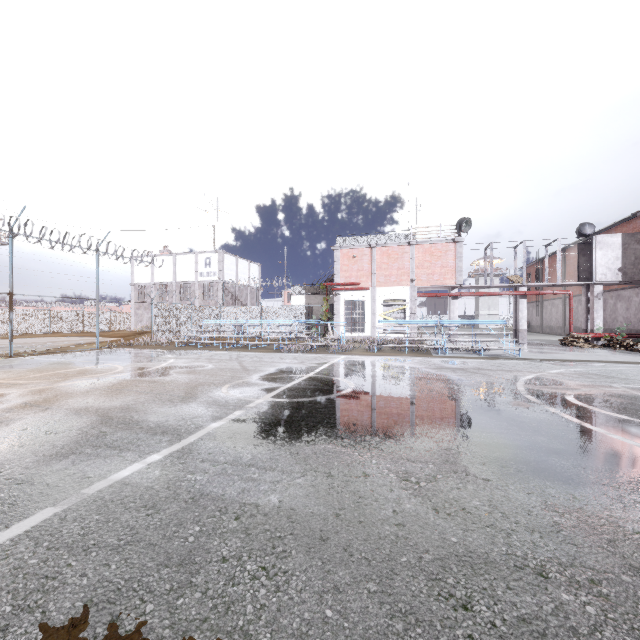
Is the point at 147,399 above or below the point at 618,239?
below

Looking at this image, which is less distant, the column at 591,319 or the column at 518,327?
the column at 591,319

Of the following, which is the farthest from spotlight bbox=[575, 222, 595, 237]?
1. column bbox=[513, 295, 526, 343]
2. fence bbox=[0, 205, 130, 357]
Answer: fence bbox=[0, 205, 130, 357]

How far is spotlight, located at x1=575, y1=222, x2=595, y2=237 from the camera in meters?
22.2

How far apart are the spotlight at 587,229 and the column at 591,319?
3.37m

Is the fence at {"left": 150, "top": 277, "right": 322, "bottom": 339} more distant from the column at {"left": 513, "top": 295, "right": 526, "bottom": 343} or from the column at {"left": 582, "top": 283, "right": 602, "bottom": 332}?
the column at {"left": 582, "top": 283, "right": 602, "bottom": 332}

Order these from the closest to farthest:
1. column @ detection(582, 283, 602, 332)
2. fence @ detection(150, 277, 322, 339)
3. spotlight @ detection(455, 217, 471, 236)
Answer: column @ detection(582, 283, 602, 332), spotlight @ detection(455, 217, 471, 236), fence @ detection(150, 277, 322, 339)

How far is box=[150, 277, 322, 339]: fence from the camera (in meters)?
22.34
